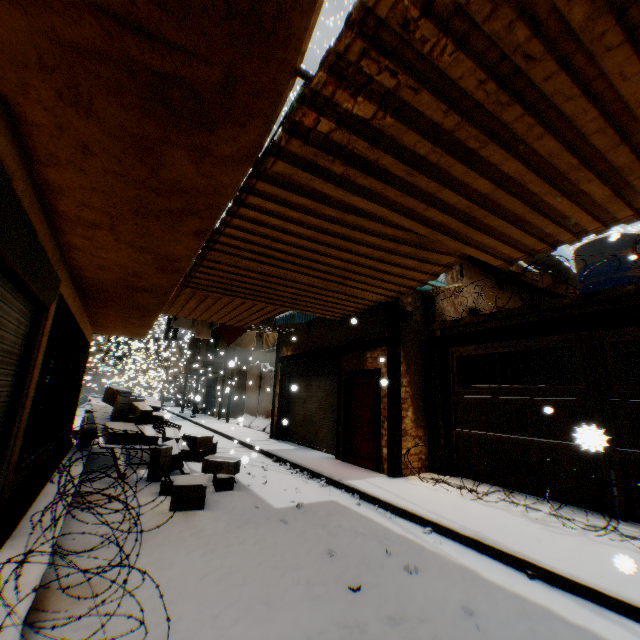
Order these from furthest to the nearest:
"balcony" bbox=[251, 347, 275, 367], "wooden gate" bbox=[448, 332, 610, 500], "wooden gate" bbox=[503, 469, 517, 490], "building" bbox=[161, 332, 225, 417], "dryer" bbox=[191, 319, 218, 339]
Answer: "building" bbox=[161, 332, 225, 417], "balcony" bbox=[251, 347, 275, 367], "dryer" bbox=[191, 319, 218, 339], "wooden gate" bbox=[503, 469, 517, 490], "wooden gate" bbox=[448, 332, 610, 500]

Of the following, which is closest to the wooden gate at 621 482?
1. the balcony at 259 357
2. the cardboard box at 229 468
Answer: the cardboard box at 229 468

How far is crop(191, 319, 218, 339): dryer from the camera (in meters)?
8.63

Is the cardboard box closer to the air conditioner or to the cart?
the cart

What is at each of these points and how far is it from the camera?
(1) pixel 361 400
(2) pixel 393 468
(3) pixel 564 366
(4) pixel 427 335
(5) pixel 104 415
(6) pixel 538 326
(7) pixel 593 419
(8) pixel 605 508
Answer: (1) door, 8.8m
(2) wooden beam, 7.3m
(3) building, 10.8m
(4) wooden beam, 8.4m
(5) cart, 9.3m
(6) wooden beam, 6.4m
(7) wooden gate, 5.5m
(8) wooden gate, 5.2m

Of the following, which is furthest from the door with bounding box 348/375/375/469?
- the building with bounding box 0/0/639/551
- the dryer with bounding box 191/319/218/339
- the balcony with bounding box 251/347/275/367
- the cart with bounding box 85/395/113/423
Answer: the balcony with bounding box 251/347/275/367

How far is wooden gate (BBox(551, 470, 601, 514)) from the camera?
5.3 meters

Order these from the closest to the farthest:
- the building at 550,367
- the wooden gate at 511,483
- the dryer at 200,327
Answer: the wooden gate at 511,483, the dryer at 200,327, the building at 550,367
